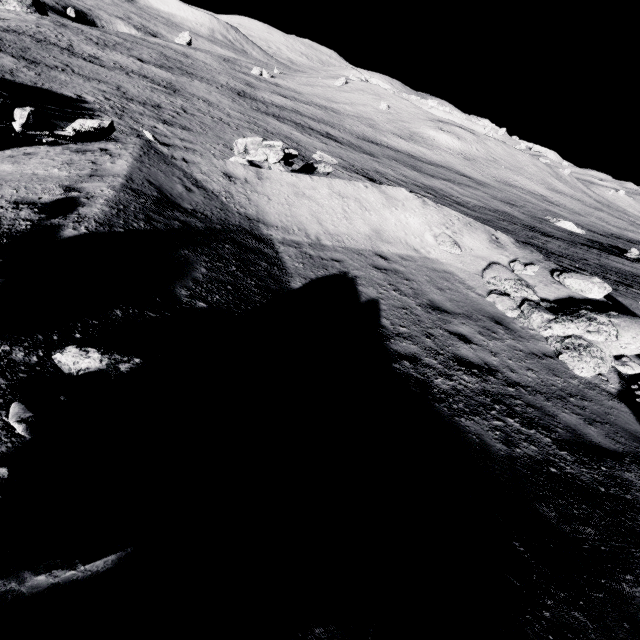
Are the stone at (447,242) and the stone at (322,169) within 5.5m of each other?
no

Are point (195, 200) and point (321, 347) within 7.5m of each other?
yes

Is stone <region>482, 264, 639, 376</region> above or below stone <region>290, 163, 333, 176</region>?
above

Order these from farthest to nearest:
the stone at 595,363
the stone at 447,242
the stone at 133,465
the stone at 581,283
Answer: the stone at 447,242 → the stone at 581,283 → the stone at 595,363 → the stone at 133,465

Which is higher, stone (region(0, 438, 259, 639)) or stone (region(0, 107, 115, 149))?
stone (region(0, 438, 259, 639))

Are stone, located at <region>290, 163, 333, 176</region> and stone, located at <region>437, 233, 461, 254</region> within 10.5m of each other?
yes

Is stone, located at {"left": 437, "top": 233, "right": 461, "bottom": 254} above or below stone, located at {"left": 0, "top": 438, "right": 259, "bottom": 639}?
below

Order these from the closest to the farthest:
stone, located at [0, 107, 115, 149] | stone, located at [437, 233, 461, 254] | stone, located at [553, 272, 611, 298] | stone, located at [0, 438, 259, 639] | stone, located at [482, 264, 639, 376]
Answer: stone, located at [0, 438, 259, 639]
stone, located at [482, 264, 639, 376]
stone, located at [0, 107, 115, 149]
stone, located at [553, 272, 611, 298]
stone, located at [437, 233, 461, 254]
